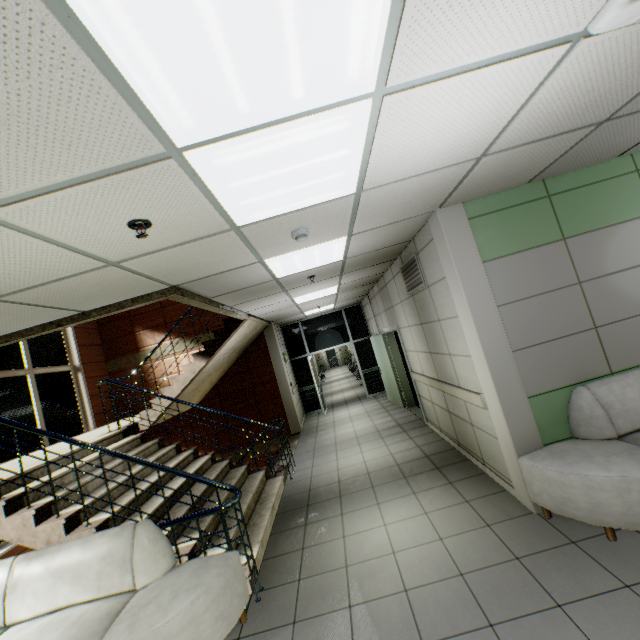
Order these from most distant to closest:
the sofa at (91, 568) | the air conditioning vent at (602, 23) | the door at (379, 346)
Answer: the door at (379, 346)
the sofa at (91, 568)
the air conditioning vent at (602, 23)

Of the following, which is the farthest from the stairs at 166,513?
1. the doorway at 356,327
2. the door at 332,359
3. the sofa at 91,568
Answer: the door at 332,359

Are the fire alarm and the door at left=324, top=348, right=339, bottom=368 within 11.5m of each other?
no

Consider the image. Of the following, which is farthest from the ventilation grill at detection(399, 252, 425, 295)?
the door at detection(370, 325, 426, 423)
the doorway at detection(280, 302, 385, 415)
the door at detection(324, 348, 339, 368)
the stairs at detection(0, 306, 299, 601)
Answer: the door at detection(324, 348, 339, 368)

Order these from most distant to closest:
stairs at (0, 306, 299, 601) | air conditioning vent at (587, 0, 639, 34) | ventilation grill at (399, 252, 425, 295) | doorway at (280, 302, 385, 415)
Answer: doorway at (280, 302, 385, 415)
ventilation grill at (399, 252, 425, 295)
stairs at (0, 306, 299, 601)
air conditioning vent at (587, 0, 639, 34)

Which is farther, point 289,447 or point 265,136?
point 289,447

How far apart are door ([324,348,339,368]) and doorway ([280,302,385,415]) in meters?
16.0

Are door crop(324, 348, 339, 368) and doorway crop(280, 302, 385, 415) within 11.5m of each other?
no
